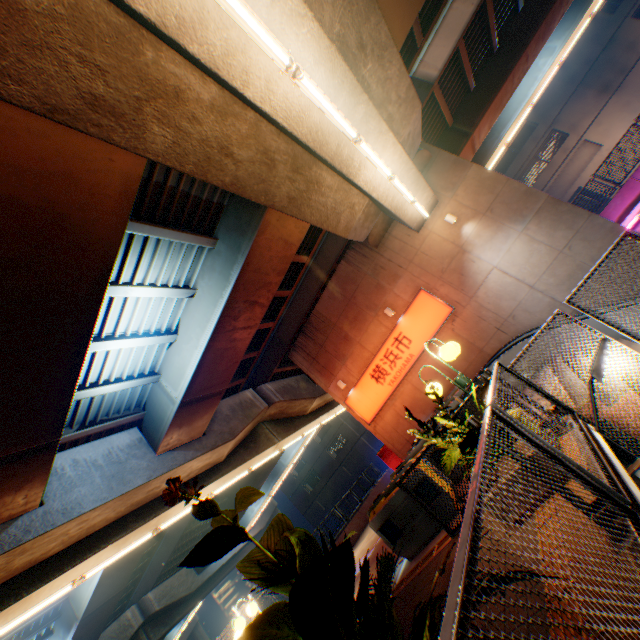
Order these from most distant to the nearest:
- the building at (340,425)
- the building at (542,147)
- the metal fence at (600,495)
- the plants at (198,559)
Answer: the building at (340,425), the building at (542,147), the plants at (198,559), the metal fence at (600,495)

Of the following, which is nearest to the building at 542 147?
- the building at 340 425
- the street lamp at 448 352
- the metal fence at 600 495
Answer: the building at 340 425

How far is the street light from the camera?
4.27m

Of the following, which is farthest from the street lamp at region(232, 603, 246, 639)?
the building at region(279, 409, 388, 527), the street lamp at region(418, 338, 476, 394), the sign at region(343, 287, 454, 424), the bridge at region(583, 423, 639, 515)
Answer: the building at region(279, 409, 388, 527)

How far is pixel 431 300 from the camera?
13.7 meters

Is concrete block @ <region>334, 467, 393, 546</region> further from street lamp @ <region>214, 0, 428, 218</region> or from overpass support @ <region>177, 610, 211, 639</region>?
street lamp @ <region>214, 0, 428, 218</region>

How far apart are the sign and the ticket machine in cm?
740

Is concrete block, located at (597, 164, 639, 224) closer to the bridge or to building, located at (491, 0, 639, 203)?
the bridge
